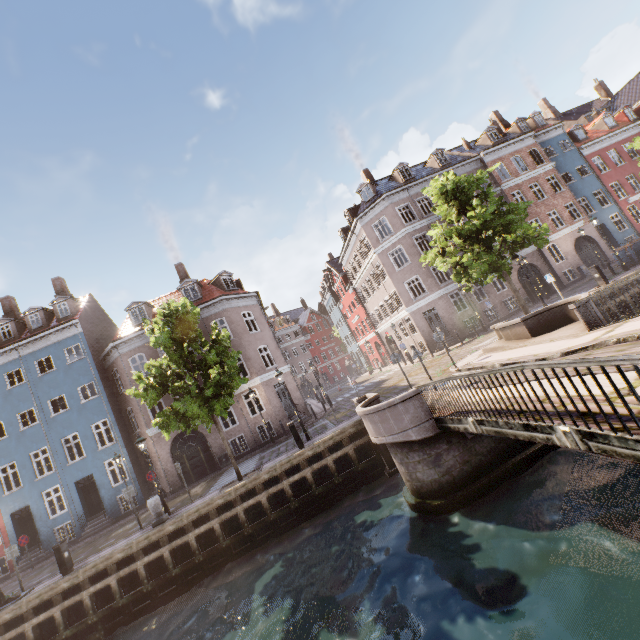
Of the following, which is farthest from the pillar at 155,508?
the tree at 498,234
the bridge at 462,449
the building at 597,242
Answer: the bridge at 462,449

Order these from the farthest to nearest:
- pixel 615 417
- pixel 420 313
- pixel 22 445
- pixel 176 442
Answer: pixel 176 442, pixel 420 313, pixel 22 445, pixel 615 417

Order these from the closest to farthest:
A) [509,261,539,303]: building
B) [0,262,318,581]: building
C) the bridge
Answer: the bridge
[0,262,318,581]: building
[509,261,539,303]: building

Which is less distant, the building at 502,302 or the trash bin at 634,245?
the trash bin at 634,245

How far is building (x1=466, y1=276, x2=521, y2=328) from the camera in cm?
2622

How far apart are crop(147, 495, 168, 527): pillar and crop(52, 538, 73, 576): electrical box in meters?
3.0

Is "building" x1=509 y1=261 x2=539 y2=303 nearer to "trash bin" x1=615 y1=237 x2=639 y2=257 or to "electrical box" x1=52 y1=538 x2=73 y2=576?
"trash bin" x1=615 y1=237 x2=639 y2=257

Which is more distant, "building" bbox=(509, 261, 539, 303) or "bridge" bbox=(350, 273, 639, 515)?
"building" bbox=(509, 261, 539, 303)
